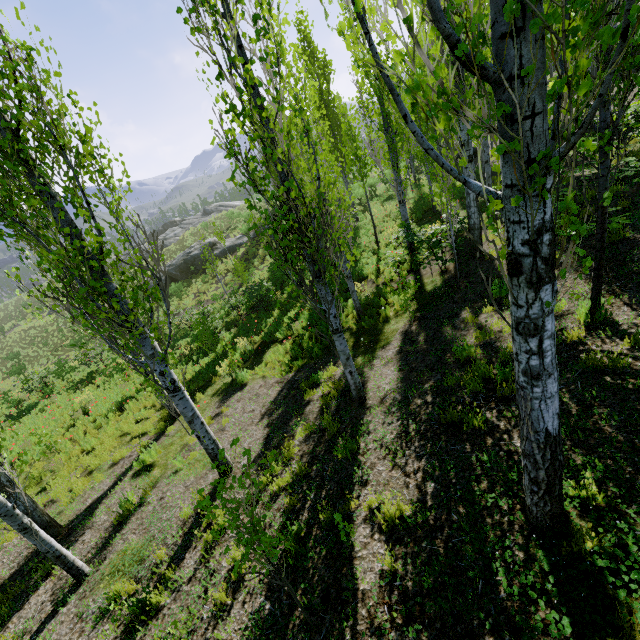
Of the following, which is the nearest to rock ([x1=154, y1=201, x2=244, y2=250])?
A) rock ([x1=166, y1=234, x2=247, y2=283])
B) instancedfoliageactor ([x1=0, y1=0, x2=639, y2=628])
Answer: instancedfoliageactor ([x1=0, y1=0, x2=639, y2=628])

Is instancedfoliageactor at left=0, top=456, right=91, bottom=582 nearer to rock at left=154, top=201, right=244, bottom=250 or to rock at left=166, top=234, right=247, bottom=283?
rock at left=154, top=201, right=244, bottom=250

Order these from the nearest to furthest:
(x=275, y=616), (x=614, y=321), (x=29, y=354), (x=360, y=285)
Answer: (x=275, y=616) < (x=614, y=321) < (x=360, y=285) < (x=29, y=354)

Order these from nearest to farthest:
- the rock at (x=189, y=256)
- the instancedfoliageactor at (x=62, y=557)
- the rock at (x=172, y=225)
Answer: the instancedfoliageactor at (x=62, y=557)
the rock at (x=189, y=256)
the rock at (x=172, y=225)

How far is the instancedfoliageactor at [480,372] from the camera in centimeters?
513cm

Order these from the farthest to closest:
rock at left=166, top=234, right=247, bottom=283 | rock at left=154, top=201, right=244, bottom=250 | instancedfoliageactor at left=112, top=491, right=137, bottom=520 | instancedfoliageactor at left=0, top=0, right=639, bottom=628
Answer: rock at left=154, top=201, right=244, bottom=250, rock at left=166, top=234, right=247, bottom=283, instancedfoliageactor at left=112, top=491, right=137, bottom=520, instancedfoliageactor at left=0, top=0, right=639, bottom=628
